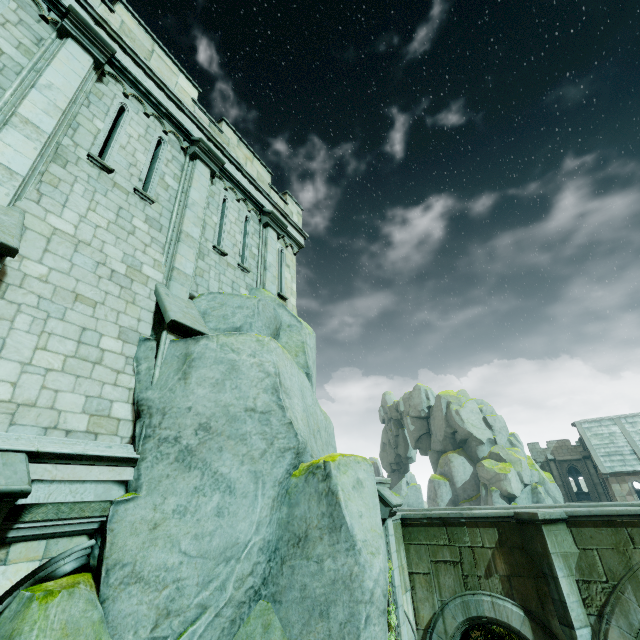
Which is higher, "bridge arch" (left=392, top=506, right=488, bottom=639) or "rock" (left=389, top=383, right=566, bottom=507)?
"rock" (left=389, top=383, right=566, bottom=507)

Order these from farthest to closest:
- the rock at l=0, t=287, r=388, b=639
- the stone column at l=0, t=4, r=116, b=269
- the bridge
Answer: the bridge
the stone column at l=0, t=4, r=116, b=269
the rock at l=0, t=287, r=388, b=639

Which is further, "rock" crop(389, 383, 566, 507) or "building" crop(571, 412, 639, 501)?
"rock" crop(389, 383, 566, 507)

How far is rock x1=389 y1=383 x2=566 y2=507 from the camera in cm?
3584

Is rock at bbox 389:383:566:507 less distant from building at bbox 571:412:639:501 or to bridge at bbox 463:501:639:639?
building at bbox 571:412:639:501

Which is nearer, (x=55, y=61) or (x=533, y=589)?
Result: (x=55, y=61)

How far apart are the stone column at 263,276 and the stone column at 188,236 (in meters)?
2.02

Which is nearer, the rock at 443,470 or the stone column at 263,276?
the stone column at 263,276
